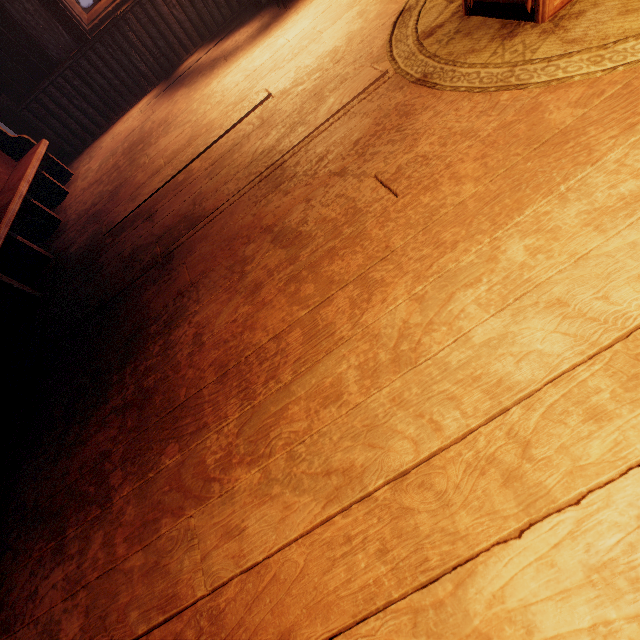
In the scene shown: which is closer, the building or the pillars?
the building

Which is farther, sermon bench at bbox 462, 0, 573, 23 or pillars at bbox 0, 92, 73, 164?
pillars at bbox 0, 92, 73, 164

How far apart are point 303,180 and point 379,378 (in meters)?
1.35

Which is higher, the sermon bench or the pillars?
the pillars

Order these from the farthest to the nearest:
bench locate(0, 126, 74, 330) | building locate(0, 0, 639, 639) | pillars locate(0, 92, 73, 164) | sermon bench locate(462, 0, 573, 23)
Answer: pillars locate(0, 92, 73, 164)
bench locate(0, 126, 74, 330)
sermon bench locate(462, 0, 573, 23)
building locate(0, 0, 639, 639)

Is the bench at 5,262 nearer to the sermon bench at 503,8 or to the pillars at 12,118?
the pillars at 12,118

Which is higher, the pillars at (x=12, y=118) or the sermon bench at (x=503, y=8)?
the pillars at (x=12, y=118)

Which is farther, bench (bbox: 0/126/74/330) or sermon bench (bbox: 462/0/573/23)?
bench (bbox: 0/126/74/330)
